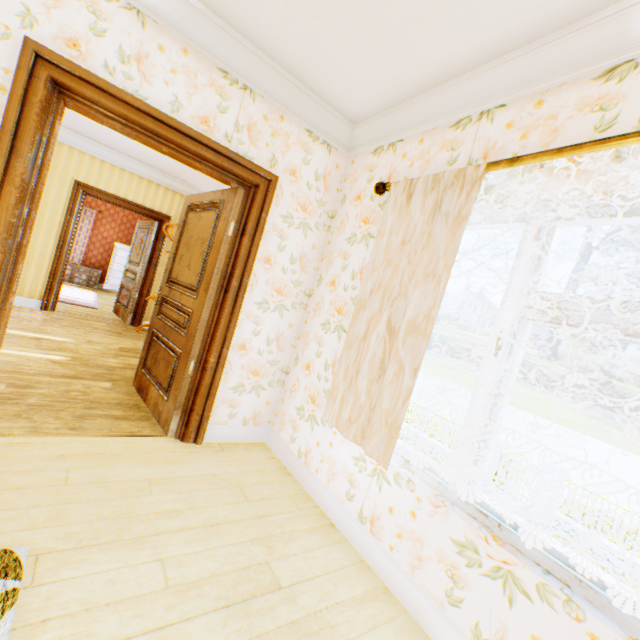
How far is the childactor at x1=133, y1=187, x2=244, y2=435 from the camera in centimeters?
279cm

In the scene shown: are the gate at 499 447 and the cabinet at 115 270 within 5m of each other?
no

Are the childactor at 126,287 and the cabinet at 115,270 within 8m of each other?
yes

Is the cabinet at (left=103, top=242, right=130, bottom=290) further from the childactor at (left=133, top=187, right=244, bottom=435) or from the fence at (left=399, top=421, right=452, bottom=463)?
the fence at (left=399, top=421, right=452, bottom=463)

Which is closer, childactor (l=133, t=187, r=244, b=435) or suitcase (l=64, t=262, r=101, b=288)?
childactor (l=133, t=187, r=244, b=435)

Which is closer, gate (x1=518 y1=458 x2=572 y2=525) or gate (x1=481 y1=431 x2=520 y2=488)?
gate (x1=518 y1=458 x2=572 y2=525)

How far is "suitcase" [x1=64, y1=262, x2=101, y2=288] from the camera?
10.2m

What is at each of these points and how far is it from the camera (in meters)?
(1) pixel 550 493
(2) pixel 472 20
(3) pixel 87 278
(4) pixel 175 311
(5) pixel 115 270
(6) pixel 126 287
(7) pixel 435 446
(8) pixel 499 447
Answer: (1) gate, 12.44
(2) building, 1.76
(3) suitcase, 10.45
(4) childactor, 3.18
(5) cabinet, 10.55
(6) childactor, 7.26
(7) fence, 16.59
(8) gate, 14.23
